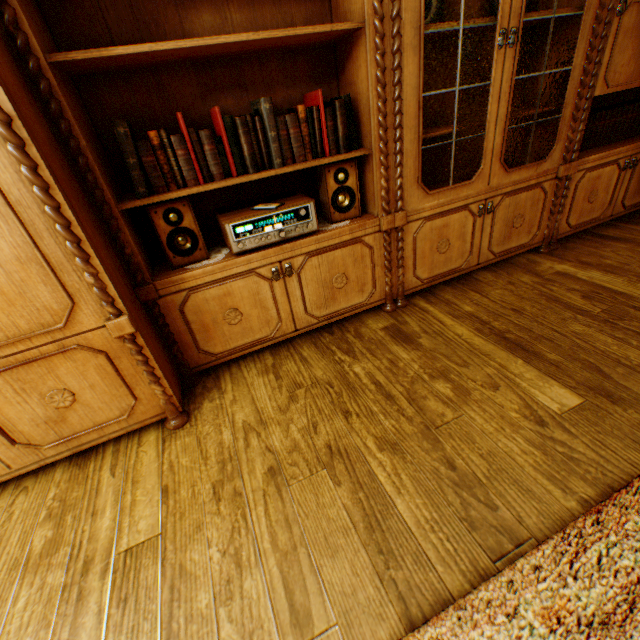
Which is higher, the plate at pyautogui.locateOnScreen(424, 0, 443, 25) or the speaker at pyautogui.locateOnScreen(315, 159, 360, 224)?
the plate at pyautogui.locateOnScreen(424, 0, 443, 25)

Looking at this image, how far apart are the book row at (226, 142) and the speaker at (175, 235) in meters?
0.1 m

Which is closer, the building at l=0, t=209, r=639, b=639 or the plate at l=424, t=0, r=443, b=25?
the building at l=0, t=209, r=639, b=639

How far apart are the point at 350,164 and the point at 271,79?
0.6m

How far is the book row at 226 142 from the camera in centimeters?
133cm

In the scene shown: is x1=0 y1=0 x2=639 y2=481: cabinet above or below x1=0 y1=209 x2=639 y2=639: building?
above

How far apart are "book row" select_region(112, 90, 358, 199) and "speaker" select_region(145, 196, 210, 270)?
0.09m

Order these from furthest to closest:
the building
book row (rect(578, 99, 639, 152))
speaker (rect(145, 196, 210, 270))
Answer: book row (rect(578, 99, 639, 152)) → speaker (rect(145, 196, 210, 270)) → the building
